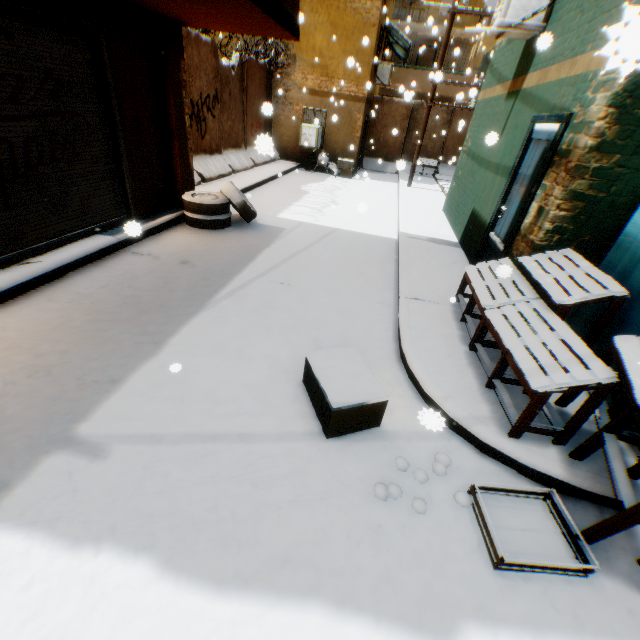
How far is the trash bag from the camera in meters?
14.6

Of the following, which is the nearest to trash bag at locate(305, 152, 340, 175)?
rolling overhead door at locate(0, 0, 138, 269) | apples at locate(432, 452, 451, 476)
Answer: rolling overhead door at locate(0, 0, 138, 269)

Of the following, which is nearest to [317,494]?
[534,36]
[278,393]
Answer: [278,393]

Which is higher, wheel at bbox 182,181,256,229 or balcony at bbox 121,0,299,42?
balcony at bbox 121,0,299,42

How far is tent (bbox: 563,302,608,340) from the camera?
3.67m

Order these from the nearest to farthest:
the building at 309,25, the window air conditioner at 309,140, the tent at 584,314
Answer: the tent at 584,314 < the building at 309,25 < the window air conditioner at 309,140

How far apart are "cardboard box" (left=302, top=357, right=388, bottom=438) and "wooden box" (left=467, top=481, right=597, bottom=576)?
0.9m

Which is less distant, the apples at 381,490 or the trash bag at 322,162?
the apples at 381,490
